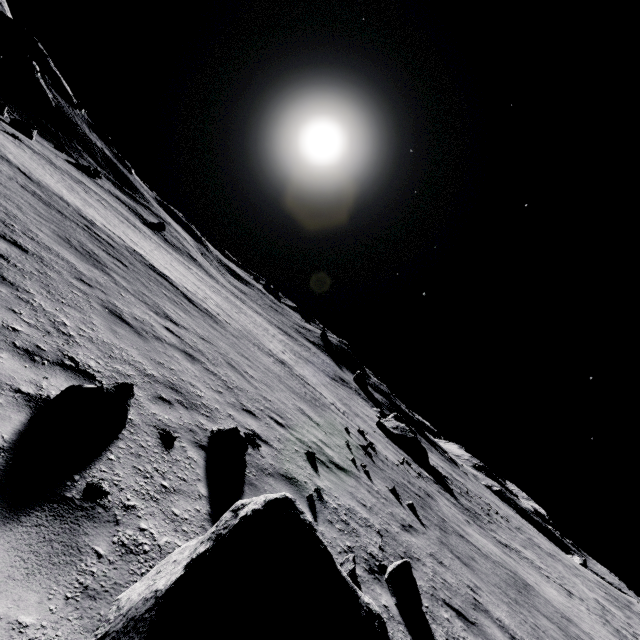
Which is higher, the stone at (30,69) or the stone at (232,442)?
the stone at (30,69)

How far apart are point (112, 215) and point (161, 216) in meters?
40.9

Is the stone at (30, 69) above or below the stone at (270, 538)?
above

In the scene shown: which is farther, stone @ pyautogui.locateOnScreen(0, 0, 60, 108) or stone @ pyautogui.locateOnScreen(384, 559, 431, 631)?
stone @ pyautogui.locateOnScreen(0, 0, 60, 108)

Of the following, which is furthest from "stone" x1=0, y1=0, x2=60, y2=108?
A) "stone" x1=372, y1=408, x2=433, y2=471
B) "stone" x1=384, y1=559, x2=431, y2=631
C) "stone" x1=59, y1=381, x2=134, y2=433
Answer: "stone" x1=384, y1=559, x2=431, y2=631

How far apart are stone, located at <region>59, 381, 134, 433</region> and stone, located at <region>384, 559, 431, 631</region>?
4.7m

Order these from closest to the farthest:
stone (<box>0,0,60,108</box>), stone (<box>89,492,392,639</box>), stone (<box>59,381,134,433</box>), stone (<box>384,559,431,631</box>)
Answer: stone (<box>89,492,392,639</box>)
stone (<box>59,381,134,433</box>)
stone (<box>384,559,431,631</box>)
stone (<box>0,0,60,108</box>)

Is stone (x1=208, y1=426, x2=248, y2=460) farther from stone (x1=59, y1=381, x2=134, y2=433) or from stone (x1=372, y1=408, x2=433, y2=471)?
stone (x1=372, y1=408, x2=433, y2=471)
